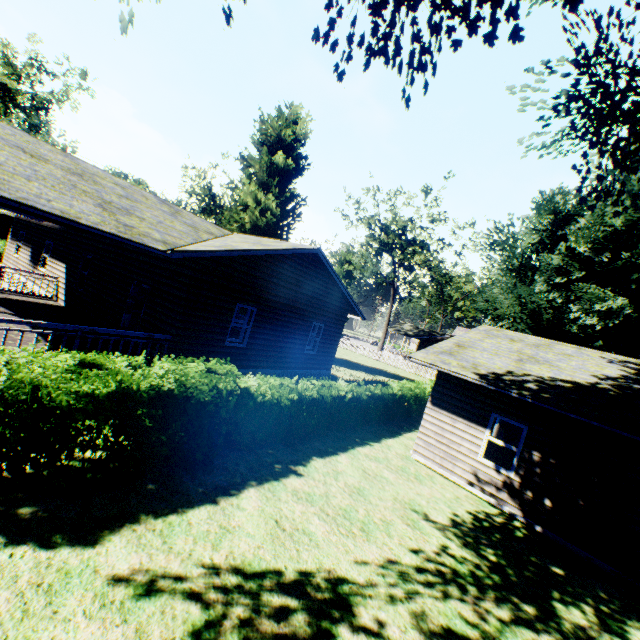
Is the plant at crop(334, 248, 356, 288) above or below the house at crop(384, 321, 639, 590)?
above

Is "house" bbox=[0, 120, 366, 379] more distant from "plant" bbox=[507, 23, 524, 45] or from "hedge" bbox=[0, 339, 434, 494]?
"hedge" bbox=[0, 339, 434, 494]

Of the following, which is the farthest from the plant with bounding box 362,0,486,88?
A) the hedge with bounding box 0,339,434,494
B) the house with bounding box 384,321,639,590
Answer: the hedge with bounding box 0,339,434,494

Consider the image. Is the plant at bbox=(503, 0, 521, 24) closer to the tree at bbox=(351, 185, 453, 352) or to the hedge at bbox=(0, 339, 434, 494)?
the tree at bbox=(351, 185, 453, 352)

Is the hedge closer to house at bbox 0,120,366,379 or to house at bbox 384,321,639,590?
house at bbox 0,120,366,379

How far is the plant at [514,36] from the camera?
4.69m

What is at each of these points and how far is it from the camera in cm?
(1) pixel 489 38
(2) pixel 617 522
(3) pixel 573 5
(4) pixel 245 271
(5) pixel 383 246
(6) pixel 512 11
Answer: (1) plant, 500
(2) house, 802
(3) plant, 419
(4) house, 1151
(5) tree, 4150
(6) plant, 461
